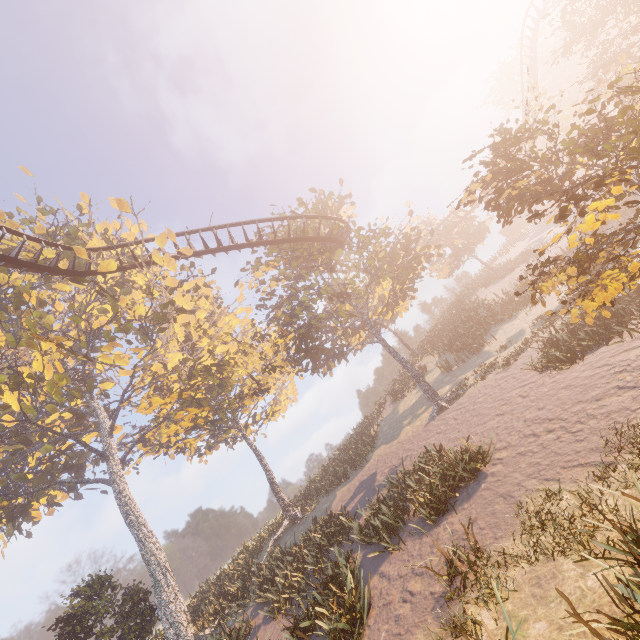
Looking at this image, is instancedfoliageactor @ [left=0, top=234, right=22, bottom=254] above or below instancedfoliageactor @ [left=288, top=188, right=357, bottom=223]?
above

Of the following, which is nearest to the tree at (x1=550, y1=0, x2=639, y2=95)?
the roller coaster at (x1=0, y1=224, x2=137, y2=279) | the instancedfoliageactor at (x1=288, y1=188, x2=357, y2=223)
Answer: the roller coaster at (x1=0, y1=224, x2=137, y2=279)

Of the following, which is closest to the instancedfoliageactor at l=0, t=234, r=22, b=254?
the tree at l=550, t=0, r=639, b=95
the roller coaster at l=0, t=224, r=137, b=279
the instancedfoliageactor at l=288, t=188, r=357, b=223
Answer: the roller coaster at l=0, t=224, r=137, b=279

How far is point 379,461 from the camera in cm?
2244

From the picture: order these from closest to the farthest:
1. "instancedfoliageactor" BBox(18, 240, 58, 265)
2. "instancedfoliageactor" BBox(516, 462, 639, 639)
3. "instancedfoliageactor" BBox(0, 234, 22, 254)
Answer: "instancedfoliageactor" BBox(516, 462, 639, 639) → "instancedfoliageactor" BBox(0, 234, 22, 254) → "instancedfoliageactor" BBox(18, 240, 58, 265)

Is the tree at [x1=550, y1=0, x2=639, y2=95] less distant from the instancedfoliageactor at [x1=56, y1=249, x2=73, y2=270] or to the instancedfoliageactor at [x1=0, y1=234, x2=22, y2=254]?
the instancedfoliageactor at [x1=56, y1=249, x2=73, y2=270]

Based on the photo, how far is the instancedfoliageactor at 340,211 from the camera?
24.4m

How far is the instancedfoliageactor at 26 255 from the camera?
20.19m
